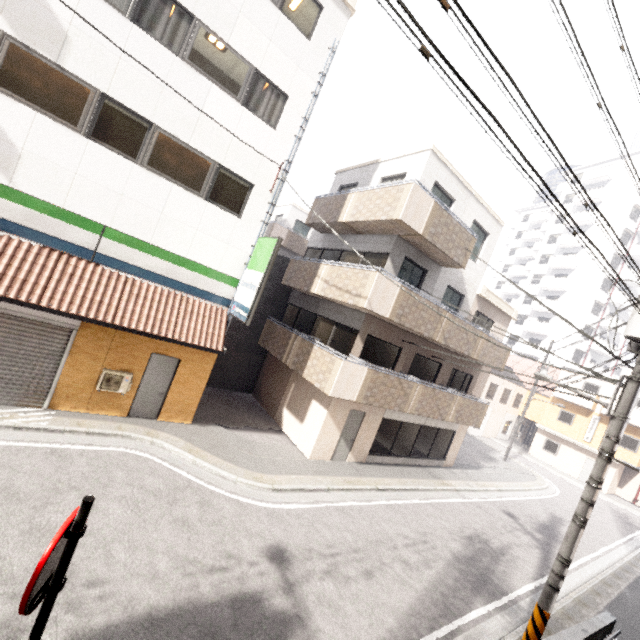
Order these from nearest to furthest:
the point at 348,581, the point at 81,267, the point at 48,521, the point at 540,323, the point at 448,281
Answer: the point at 48,521 < the point at 348,581 < the point at 81,267 < the point at 448,281 < the point at 540,323

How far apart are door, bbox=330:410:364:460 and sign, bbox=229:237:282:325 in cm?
538

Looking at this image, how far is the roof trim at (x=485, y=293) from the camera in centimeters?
1492cm

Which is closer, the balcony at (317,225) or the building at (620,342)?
the balcony at (317,225)

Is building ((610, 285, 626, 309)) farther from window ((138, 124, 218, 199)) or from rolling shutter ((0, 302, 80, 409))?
rolling shutter ((0, 302, 80, 409))

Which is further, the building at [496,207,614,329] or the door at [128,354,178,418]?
the building at [496,207,614,329]

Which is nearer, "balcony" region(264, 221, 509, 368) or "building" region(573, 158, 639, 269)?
"balcony" region(264, 221, 509, 368)

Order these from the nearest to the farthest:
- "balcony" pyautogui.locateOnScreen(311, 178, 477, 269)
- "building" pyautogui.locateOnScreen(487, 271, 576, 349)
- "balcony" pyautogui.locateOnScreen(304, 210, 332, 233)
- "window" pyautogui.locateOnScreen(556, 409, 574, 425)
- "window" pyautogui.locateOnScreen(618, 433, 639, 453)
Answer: "balcony" pyautogui.locateOnScreen(311, 178, 477, 269)
"balcony" pyautogui.locateOnScreen(304, 210, 332, 233)
"window" pyautogui.locateOnScreen(618, 433, 639, 453)
"window" pyautogui.locateOnScreen(556, 409, 574, 425)
"building" pyautogui.locateOnScreen(487, 271, 576, 349)
